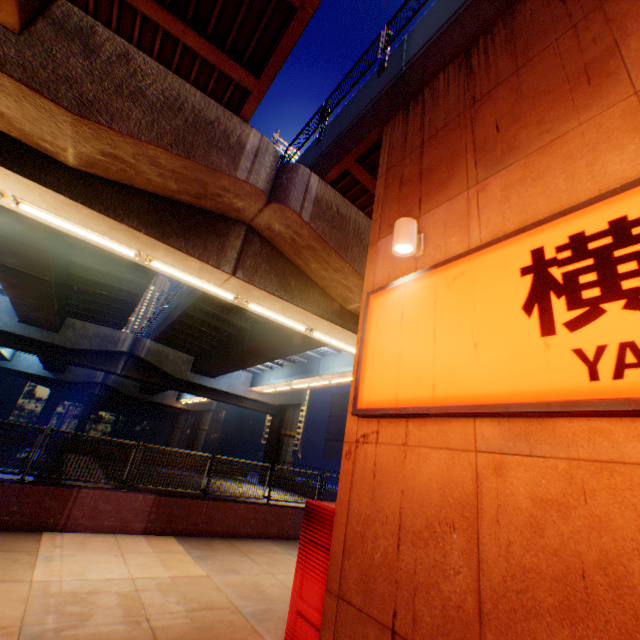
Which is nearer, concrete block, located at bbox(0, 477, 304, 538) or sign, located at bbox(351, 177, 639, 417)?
sign, located at bbox(351, 177, 639, 417)

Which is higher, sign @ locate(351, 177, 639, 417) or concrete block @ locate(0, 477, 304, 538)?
sign @ locate(351, 177, 639, 417)

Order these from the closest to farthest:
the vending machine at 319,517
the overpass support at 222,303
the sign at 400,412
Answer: the sign at 400,412, the vending machine at 319,517, the overpass support at 222,303

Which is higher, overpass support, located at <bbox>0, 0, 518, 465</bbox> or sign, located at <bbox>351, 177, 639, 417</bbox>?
overpass support, located at <bbox>0, 0, 518, 465</bbox>

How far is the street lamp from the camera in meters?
3.9

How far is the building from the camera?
39.7 meters

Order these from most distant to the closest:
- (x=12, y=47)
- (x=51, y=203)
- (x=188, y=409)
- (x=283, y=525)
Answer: (x=188, y=409)
(x=283, y=525)
(x=51, y=203)
(x=12, y=47)

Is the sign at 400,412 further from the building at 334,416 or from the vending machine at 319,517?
the building at 334,416
